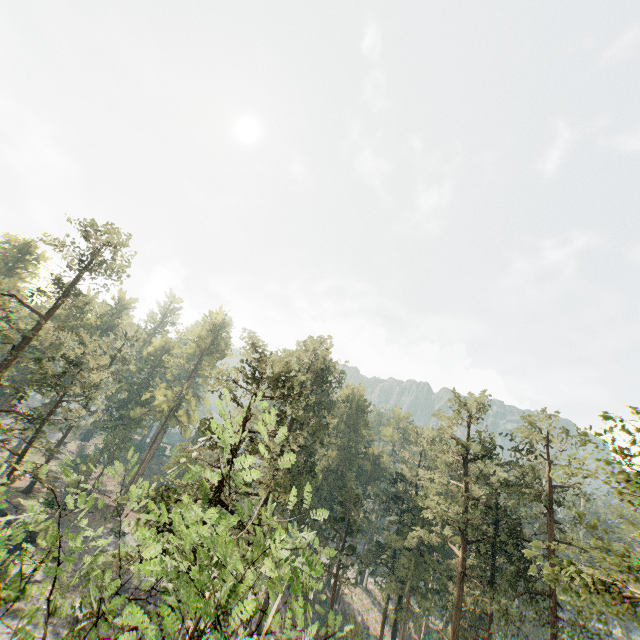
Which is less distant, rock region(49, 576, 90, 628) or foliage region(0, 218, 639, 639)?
foliage region(0, 218, 639, 639)

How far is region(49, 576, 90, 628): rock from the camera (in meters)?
26.44

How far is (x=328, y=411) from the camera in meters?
44.8

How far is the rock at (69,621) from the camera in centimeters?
2644cm

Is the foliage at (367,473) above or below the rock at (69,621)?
above

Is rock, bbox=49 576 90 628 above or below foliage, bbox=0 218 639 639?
below
